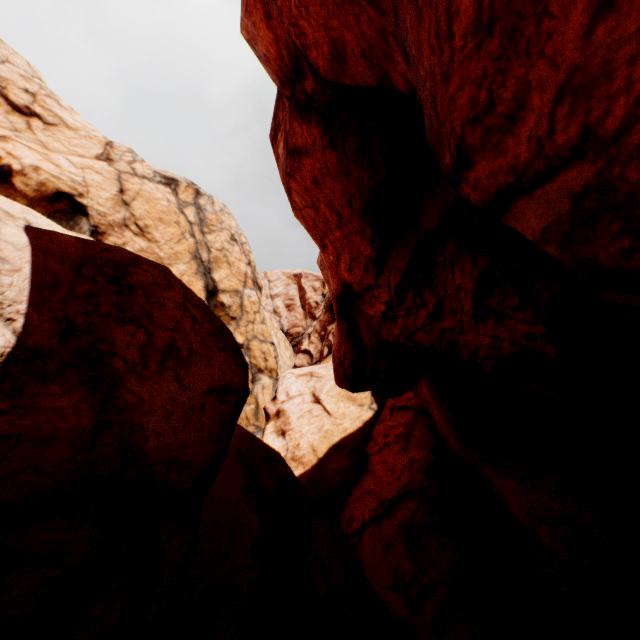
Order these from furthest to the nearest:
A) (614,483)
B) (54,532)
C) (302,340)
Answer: (302,340)
(614,483)
(54,532)
